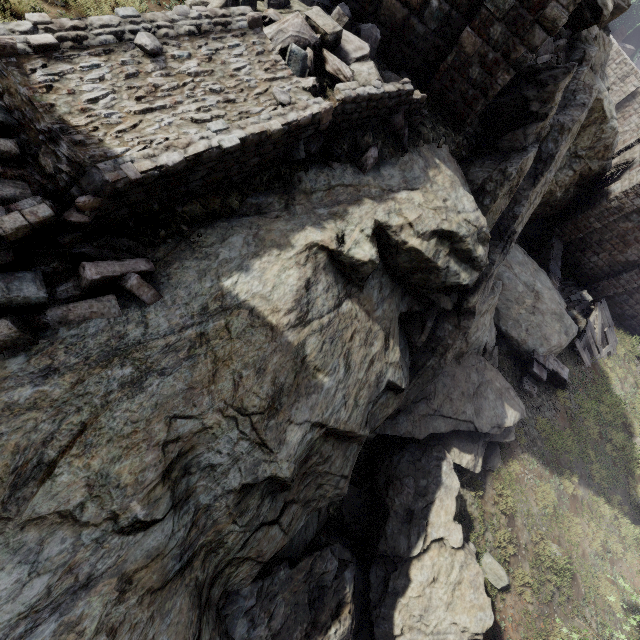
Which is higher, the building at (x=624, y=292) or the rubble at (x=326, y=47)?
the rubble at (x=326, y=47)

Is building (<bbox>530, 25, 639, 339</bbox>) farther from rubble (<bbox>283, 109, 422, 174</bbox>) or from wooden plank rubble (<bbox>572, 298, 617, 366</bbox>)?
rubble (<bbox>283, 109, 422, 174</bbox>)

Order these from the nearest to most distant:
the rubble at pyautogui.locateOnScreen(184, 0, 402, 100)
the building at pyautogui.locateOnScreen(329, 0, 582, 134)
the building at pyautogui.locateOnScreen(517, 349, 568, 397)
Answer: the rubble at pyautogui.locateOnScreen(184, 0, 402, 100) → the building at pyautogui.locateOnScreen(329, 0, 582, 134) → the building at pyautogui.locateOnScreen(517, 349, 568, 397)

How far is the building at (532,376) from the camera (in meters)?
15.00

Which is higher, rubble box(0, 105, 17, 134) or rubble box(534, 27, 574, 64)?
rubble box(0, 105, 17, 134)

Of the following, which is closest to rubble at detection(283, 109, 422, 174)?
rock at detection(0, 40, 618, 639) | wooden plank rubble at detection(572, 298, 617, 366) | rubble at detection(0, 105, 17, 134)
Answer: → rock at detection(0, 40, 618, 639)

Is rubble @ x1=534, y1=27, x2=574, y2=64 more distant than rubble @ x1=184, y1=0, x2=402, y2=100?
Yes

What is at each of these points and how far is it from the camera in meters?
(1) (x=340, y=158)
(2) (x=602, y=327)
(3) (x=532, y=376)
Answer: (1) rubble, 5.7 m
(2) wooden plank rubble, 19.2 m
(3) building, 15.2 m
